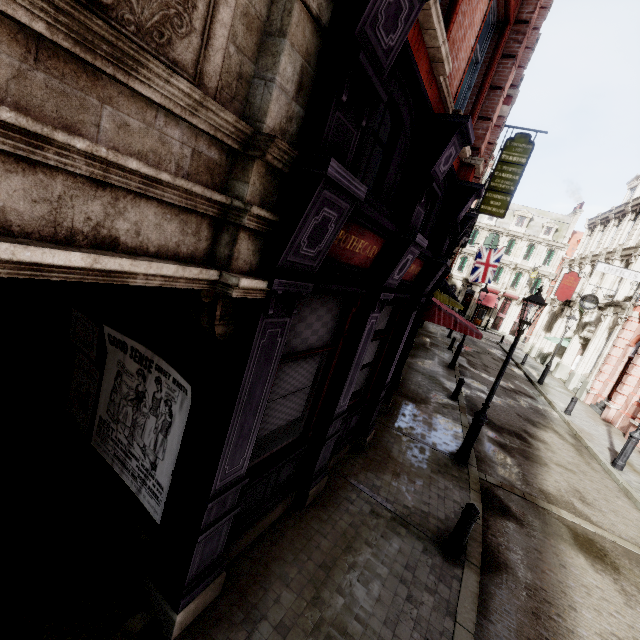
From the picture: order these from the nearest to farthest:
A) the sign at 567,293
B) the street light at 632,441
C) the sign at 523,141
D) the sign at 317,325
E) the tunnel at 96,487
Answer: the tunnel at 96,487 < the sign at 317,325 < the street light at 632,441 < the sign at 523,141 < the sign at 567,293

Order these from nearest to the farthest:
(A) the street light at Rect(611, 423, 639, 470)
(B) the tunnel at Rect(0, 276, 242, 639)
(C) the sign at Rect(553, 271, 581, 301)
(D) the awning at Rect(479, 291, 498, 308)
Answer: (B) the tunnel at Rect(0, 276, 242, 639) → (A) the street light at Rect(611, 423, 639, 470) → (C) the sign at Rect(553, 271, 581, 301) → (D) the awning at Rect(479, 291, 498, 308)

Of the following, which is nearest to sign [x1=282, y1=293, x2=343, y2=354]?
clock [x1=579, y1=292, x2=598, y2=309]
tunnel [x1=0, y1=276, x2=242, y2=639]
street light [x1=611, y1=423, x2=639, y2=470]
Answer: tunnel [x1=0, y1=276, x2=242, y2=639]

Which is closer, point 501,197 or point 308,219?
point 308,219

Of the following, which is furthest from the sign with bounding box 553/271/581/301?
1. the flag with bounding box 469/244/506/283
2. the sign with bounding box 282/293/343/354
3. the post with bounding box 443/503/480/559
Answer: the sign with bounding box 282/293/343/354

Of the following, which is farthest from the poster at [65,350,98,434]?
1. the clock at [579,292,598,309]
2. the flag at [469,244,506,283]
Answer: the flag at [469,244,506,283]

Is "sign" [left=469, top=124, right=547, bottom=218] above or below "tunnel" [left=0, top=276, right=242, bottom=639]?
above

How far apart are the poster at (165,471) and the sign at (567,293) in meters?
31.0 m
